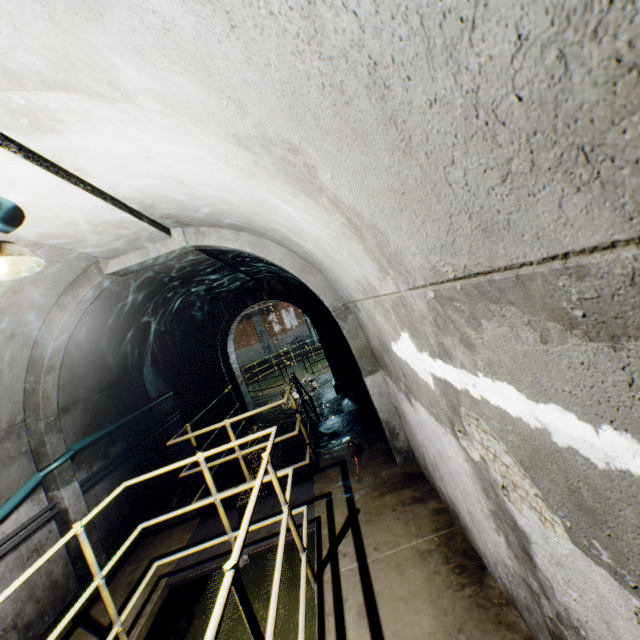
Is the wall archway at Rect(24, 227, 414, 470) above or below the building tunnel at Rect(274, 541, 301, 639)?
above

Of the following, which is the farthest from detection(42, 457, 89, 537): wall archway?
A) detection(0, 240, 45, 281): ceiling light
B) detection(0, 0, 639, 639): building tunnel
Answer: detection(0, 240, 45, 281): ceiling light

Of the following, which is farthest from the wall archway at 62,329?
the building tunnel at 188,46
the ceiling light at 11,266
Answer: the ceiling light at 11,266

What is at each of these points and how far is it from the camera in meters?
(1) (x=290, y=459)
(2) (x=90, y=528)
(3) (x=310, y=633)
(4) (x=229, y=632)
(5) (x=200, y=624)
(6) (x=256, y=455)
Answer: (1) building tunnel, 8.0 m
(2) wall archway, 4.3 m
(3) building tunnel, 3.5 m
(4) building tunnel, 3.9 m
(5) building tunnel, 4.0 m
(6) building tunnel, 9.1 m

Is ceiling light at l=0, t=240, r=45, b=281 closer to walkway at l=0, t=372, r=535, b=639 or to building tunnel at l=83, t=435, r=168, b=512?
building tunnel at l=83, t=435, r=168, b=512

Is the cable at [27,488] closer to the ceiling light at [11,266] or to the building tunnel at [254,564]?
the building tunnel at [254,564]

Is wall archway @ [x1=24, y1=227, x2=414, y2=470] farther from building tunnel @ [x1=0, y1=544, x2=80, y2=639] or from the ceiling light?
the ceiling light

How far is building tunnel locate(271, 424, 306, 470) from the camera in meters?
7.8
